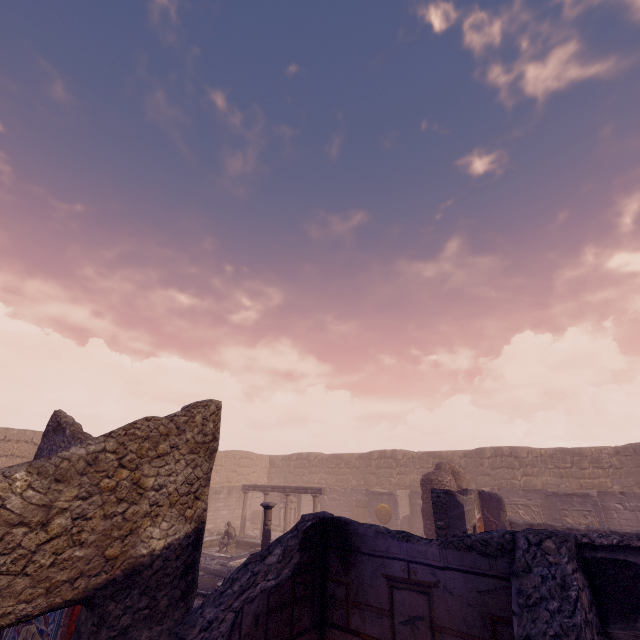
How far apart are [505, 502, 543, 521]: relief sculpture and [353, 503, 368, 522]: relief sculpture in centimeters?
710cm

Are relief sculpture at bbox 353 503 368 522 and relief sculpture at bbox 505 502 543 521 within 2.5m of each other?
no

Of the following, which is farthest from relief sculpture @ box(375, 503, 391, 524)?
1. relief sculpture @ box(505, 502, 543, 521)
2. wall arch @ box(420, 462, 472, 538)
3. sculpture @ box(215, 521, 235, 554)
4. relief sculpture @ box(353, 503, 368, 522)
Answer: sculpture @ box(215, 521, 235, 554)

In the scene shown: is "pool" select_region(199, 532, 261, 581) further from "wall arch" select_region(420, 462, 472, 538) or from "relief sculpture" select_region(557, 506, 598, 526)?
"relief sculpture" select_region(557, 506, 598, 526)

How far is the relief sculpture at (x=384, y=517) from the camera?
18.55m

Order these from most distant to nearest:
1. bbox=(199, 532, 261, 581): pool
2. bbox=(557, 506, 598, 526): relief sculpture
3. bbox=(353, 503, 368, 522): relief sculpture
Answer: bbox=(353, 503, 368, 522): relief sculpture
bbox=(557, 506, 598, 526): relief sculpture
bbox=(199, 532, 261, 581): pool

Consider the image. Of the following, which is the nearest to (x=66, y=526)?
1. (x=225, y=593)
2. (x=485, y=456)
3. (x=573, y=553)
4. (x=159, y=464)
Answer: (x=159, y=464)

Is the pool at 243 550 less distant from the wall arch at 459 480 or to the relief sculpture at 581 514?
the wall arch at 459 480
